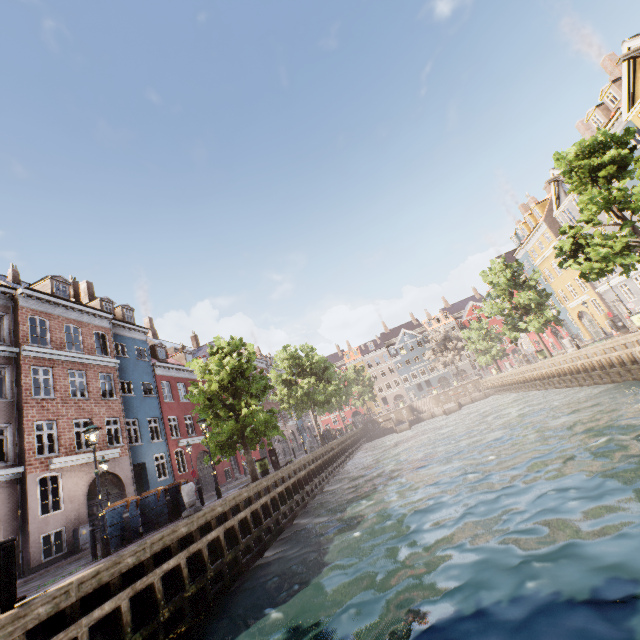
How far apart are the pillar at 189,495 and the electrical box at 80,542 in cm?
793

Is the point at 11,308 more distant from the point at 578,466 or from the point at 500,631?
the point at 578,466

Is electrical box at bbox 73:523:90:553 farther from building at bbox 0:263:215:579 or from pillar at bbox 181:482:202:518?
pillar at bbox 181:482:202:518

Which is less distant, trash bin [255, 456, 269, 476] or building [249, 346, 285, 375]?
trash bin [255, 456, 269, 476]

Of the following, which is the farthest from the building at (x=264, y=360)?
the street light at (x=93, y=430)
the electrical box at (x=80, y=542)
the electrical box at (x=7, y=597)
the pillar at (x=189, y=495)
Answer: the electrical box at (x=7, y=597)

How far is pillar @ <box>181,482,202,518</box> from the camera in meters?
11.7

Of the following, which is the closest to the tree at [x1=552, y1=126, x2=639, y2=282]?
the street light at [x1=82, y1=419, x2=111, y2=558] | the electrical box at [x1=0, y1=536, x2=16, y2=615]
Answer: the street light at [x1=82, y1=419, x2=111, y2=558]

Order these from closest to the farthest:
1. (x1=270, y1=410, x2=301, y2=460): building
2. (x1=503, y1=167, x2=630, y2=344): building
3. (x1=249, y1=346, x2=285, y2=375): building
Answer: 1. (x1=503, y1=167, x2=630, y2=344): building
2. (x1=270, y1=410, x2=301, y2=460): building
3. (x1=249, y1=346, x2=285, y2=375): building
